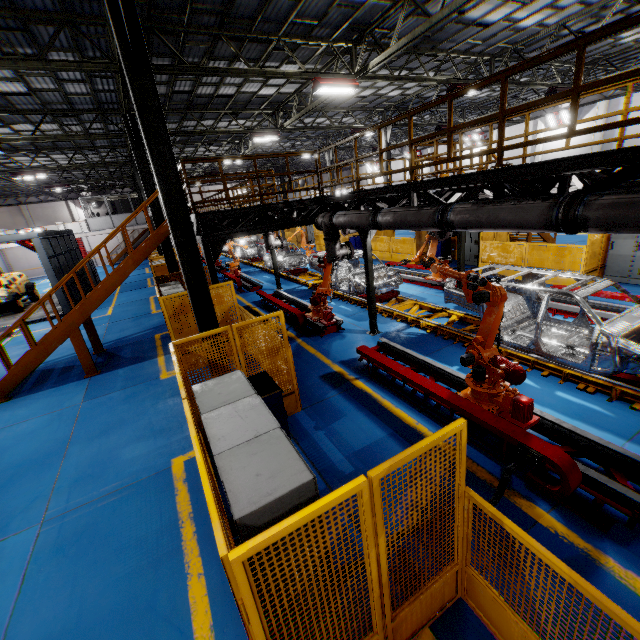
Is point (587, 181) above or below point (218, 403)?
above

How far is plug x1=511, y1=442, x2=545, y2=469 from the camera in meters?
4.2 m

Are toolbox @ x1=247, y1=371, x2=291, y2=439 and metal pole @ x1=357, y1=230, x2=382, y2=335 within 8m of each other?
yes

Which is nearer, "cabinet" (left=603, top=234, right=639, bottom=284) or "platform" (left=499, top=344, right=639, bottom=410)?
"platform" (left=499, top=344, right=639, bottom=410)

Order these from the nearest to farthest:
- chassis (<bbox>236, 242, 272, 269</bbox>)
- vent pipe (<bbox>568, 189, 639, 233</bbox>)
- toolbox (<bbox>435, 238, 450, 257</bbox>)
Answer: vent pipe (<bbox>568, 189, 639, 233</bbox>)
toolbox (<bbox>435, 238, 450, 257</bbox>)
chassis (<bbox>236, 242, 272, 269</bbox>)

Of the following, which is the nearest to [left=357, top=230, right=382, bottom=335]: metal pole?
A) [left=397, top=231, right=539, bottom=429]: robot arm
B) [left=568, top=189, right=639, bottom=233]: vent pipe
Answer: [left=568, top=189, right=639, bottom=233]: vent pipe

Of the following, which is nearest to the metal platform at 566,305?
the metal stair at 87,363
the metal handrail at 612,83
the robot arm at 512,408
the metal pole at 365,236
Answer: the robot arm at 512,408

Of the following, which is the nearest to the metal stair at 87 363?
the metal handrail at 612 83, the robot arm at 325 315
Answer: the metal handrail at 612 83
